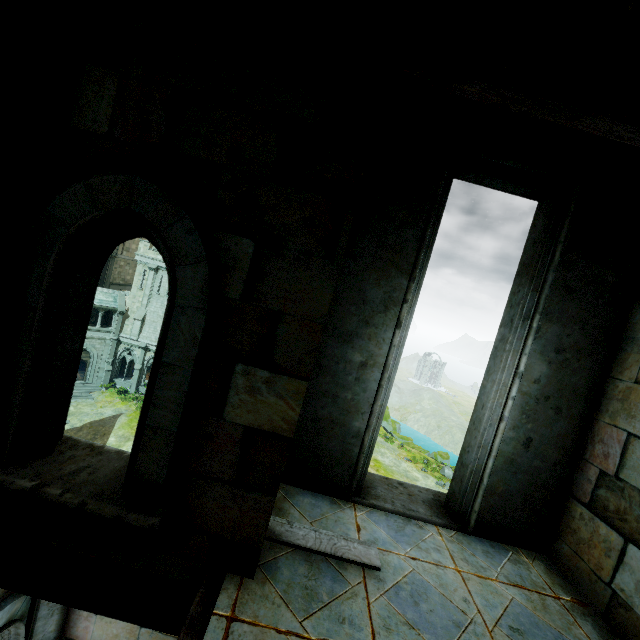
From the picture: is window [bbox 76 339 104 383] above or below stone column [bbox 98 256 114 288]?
below

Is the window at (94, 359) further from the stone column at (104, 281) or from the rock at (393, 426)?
the rock at (393, 426)

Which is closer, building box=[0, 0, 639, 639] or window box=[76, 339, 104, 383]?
building box=[0, 0, 639, 639]

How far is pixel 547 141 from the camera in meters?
3.4

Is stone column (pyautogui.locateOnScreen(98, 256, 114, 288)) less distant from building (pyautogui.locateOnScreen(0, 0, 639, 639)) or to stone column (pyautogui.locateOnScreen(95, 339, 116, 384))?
stone column (pyautogui.locateOnScreen(95, 339, 116, 384))

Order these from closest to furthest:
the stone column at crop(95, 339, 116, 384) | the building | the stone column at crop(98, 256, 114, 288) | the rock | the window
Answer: the building < the window < the stone column at crop(95, 339, 116, 384) < the stone column at crop(98, 256, 114, 288) < the rock

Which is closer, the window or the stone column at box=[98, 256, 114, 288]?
the window

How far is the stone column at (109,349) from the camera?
34.8m
